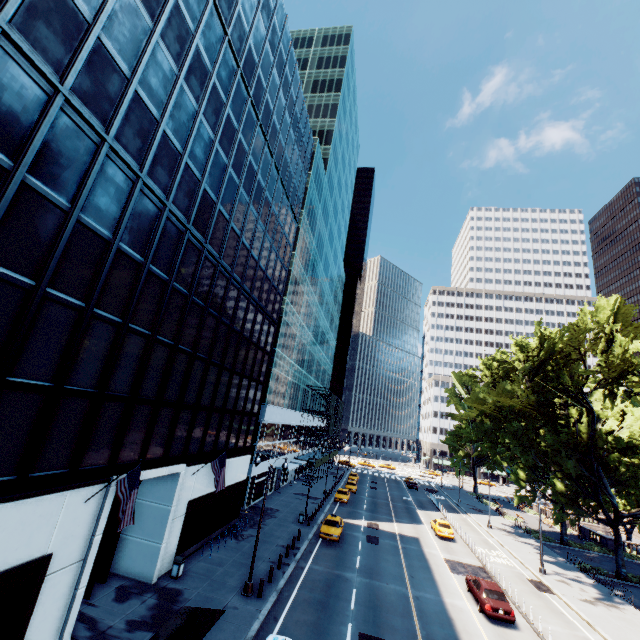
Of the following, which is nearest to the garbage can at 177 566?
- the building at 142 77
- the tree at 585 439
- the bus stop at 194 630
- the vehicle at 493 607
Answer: the building at 142 77

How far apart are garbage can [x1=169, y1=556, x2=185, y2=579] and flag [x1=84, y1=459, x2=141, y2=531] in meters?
8.6 m

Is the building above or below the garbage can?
above

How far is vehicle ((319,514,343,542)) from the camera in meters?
28.8

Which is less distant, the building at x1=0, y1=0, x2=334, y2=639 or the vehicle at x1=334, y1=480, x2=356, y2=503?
the building at x1=0, y1=0, x2=334, y2=639

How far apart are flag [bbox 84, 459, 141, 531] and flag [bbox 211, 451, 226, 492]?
8.1m

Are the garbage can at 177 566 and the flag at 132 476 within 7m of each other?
no

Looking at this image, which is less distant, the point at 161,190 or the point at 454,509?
the point at 161,190
